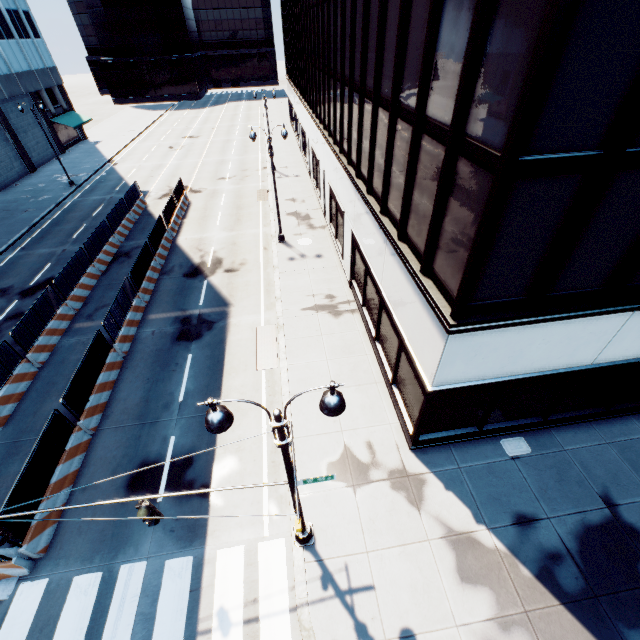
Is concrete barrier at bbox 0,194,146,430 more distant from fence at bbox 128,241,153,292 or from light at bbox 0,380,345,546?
light at bbox 0,380,345,546

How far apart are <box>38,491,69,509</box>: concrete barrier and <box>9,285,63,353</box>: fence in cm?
1

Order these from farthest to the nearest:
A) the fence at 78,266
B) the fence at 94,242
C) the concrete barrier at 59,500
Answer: A: the fence at 94,242, the fence at 78,266, the concrete barrier at 59,500

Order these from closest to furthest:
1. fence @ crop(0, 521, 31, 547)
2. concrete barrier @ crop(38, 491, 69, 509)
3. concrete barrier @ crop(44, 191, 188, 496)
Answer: fence @ crop(0, 521, 31, 547) < concrete barrier @ crop(38, 491, 69, 509) < concrete barrier @ crop(44, 191, 188, 496)

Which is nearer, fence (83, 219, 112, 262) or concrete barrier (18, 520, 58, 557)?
concrete barrier (18, 520, 58, 557)

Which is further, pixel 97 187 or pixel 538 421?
pixel 97 187

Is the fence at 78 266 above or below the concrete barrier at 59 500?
above
